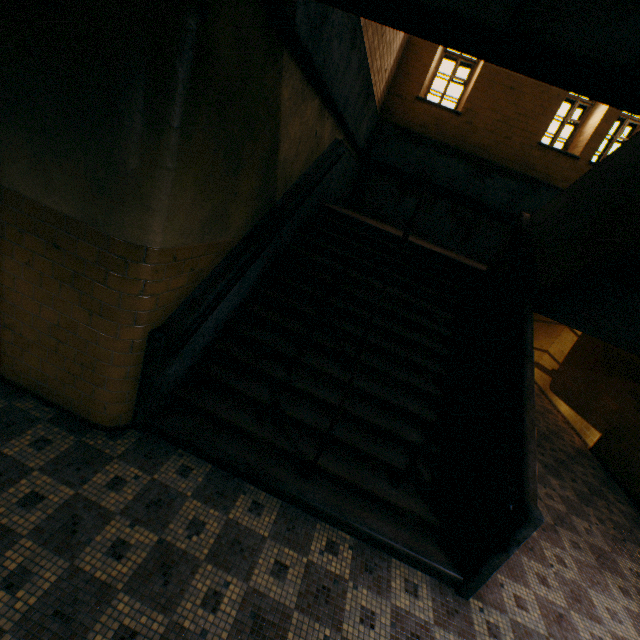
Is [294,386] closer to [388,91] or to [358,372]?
[358,372]
